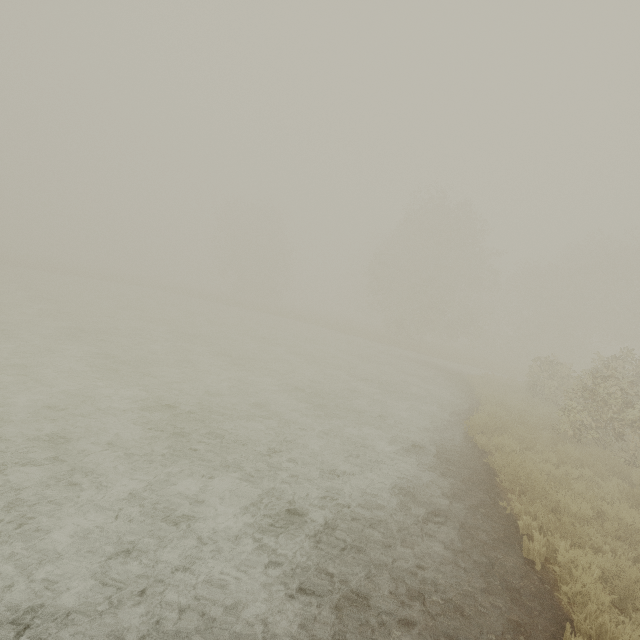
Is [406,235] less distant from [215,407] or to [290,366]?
[290,366]
